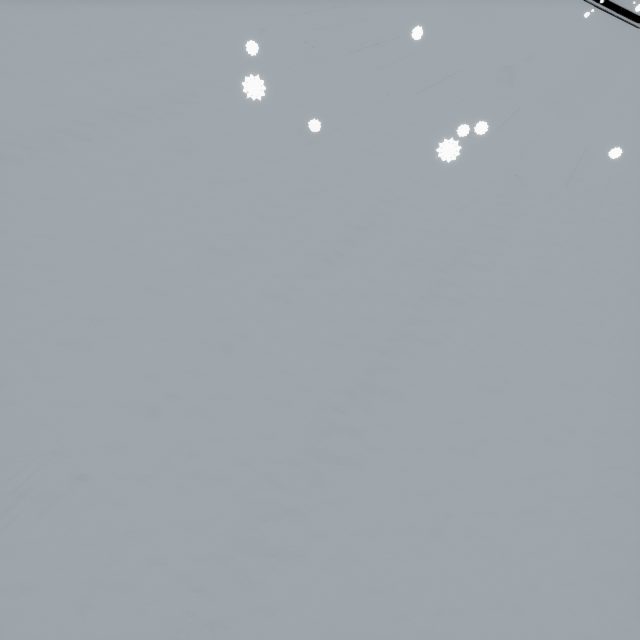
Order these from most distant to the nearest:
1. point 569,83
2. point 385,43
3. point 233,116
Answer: point 569,83, point 385,43, point 233,116
